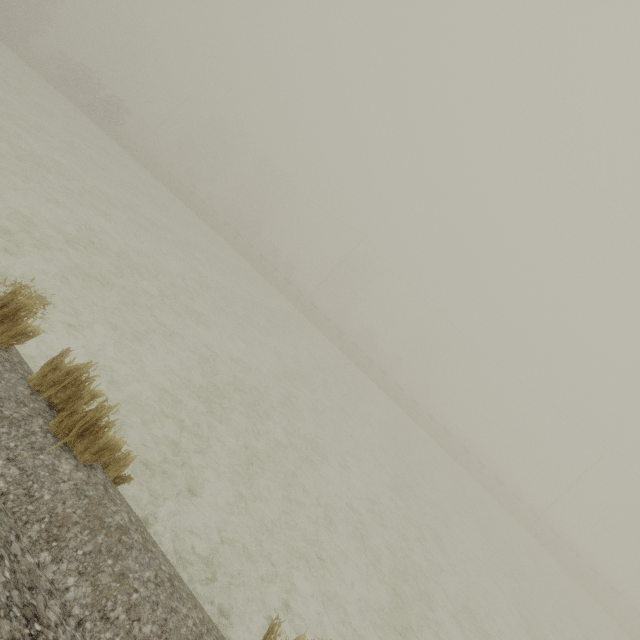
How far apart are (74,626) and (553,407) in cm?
4797
